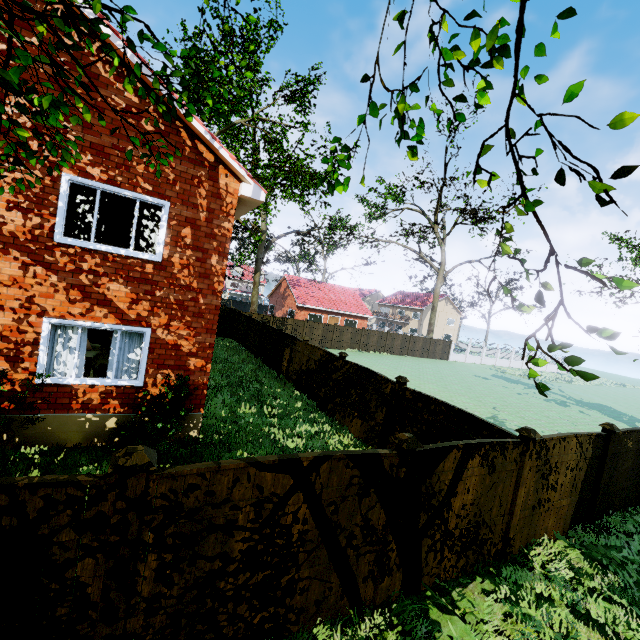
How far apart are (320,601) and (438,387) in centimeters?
1907cm

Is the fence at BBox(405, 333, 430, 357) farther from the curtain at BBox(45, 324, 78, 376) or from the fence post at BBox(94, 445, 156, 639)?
the curtain at BBox(45, 324, 78, 376)

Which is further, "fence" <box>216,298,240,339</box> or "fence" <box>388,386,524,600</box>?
"fence" <box>216,298,240,339</box>

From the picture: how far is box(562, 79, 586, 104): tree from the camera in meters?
1.8 m

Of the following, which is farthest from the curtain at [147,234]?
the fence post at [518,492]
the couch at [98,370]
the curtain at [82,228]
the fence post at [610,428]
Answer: the fence post at [610,428]

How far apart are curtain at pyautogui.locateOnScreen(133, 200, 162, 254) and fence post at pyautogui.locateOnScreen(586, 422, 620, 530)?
11.0 meters

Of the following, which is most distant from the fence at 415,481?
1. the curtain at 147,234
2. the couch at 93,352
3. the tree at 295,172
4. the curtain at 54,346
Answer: the couch at 93,352
